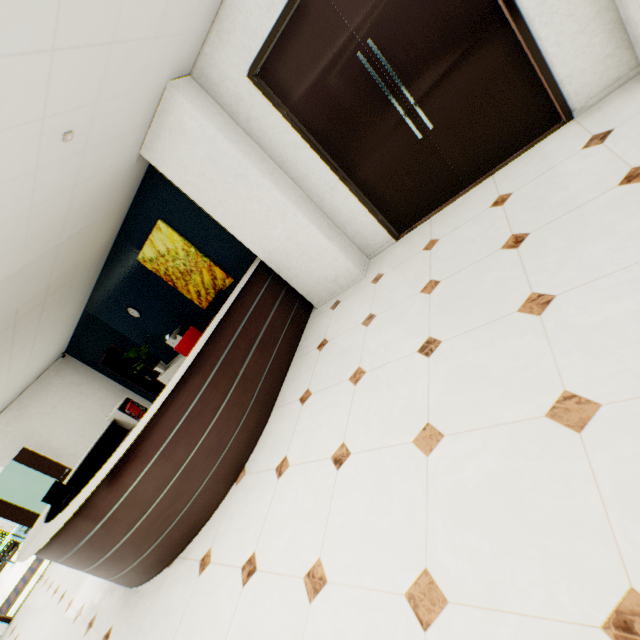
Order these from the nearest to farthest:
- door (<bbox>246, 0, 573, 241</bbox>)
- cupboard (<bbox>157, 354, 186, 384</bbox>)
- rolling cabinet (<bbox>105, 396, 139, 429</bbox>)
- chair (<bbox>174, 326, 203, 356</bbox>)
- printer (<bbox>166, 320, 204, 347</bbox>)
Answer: door (<bbox>246, 0, 573, 241</bbox>) < chair (<bbox>174, 326, 203, 356</bbox>) < rolling cabinet (<bbox>105, 396, 139, 429</bbox>) < printer (<bbox>166, 320, 204, 347</bbox>) < cupboard (<bbox>157, 354, 186, 384</bbox>)

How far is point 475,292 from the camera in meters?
2.4 m

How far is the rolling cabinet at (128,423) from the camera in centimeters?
559cm

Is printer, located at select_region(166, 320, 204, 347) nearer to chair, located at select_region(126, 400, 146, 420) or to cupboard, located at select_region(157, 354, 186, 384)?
cupboard, located at select_region(157, 354, 186, 384)

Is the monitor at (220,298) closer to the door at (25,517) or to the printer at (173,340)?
the printer at (173,340)

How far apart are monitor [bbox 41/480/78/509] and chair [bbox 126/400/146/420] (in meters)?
0.84

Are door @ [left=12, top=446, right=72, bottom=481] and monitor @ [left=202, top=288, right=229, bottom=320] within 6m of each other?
no

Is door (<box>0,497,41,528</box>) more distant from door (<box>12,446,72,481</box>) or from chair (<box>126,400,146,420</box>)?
chair (<box>126,400,146,420</box>)
